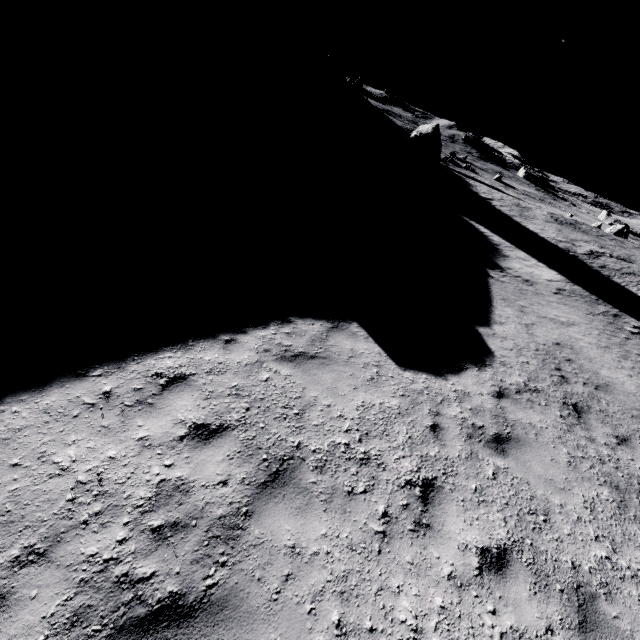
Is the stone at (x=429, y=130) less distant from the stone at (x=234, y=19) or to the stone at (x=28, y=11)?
the stone at (x=234, y=19)

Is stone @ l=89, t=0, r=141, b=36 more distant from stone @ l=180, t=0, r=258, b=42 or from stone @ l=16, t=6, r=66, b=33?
stone @ l=180, t=0, r=258, b=42

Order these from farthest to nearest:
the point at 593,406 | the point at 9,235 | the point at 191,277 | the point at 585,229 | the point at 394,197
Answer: the point at 585,229
the point at 394,197
the point at 593,406
the point at 191,277
the point at 9,235

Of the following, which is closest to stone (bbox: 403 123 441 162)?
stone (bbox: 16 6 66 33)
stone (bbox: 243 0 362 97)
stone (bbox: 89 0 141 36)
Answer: stone (bbox: 243 0 362 97)

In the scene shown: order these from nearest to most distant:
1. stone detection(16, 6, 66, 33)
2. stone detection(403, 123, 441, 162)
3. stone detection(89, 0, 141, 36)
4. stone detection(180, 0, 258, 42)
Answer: stone detection(16, 6, 66, 33)
stone detection(89, 0, 141, 36)
stone detection(180, 0, 258, 42)
stone detection(403, 123, 441, 162)

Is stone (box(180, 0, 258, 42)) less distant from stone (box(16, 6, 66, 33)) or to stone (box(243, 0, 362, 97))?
stone (box(243, 0, 362, 97))

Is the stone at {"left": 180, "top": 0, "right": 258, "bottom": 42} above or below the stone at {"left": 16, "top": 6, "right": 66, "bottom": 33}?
above

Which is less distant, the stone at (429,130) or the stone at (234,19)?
the stone at (234,19)
